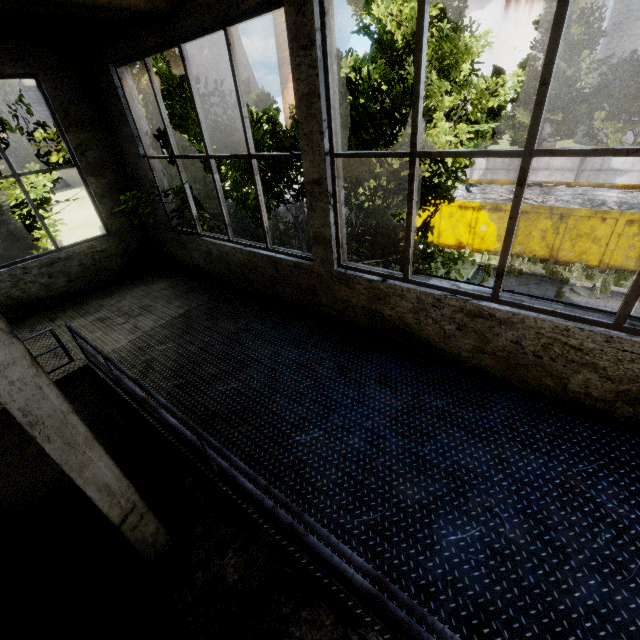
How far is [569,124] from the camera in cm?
2011

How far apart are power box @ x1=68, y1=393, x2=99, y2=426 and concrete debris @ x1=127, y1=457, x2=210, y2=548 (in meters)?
1.43

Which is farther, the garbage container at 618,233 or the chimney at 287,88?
the chimney at 287,88

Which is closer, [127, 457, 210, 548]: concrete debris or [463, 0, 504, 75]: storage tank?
[127, 457, 210, 548]: concrete debris

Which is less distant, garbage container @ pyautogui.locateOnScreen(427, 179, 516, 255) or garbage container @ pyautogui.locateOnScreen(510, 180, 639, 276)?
garbage container @ pyautogui.locateOnScreen(510, 180, 639, 276)

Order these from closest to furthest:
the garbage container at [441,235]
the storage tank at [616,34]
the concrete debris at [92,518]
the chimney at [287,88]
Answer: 1. the concrete debris at [92,518]
2. the garbage container at [441,235]
3. the storage tank at [616,34]
4. the chimney at [287,88]

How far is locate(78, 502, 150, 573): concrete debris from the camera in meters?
6.0 m

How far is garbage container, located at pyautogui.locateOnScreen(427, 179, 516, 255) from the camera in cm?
1540
